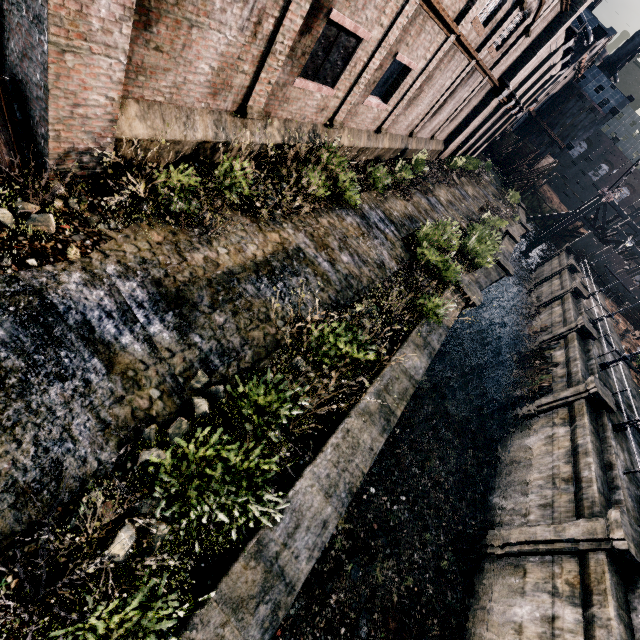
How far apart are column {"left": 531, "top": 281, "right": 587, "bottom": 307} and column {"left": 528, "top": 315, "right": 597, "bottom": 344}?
7.20m

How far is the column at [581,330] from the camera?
23.5m

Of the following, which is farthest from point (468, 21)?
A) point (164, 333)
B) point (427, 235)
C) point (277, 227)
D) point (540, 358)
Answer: point (540, 358)

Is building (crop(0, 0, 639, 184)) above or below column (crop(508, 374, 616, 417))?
above

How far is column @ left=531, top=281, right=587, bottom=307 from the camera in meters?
30.2

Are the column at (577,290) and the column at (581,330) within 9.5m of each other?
yes

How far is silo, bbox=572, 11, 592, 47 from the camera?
39.2 meters

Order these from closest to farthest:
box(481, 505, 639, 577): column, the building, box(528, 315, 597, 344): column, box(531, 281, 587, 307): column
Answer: the building < box(481, 505, 639, 577): column < box(528, 315, 597, 344): column < box(531, 281, 587, 307): column
